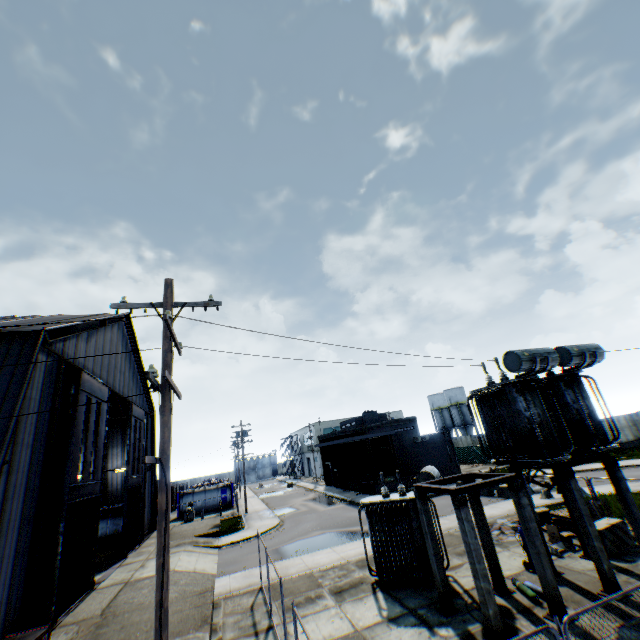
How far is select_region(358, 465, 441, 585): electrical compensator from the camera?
12.4m

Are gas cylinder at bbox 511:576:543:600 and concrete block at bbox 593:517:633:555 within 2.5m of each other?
no

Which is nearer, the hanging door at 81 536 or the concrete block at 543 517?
the hanging door at 81 536

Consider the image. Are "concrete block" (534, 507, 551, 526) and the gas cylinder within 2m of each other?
no

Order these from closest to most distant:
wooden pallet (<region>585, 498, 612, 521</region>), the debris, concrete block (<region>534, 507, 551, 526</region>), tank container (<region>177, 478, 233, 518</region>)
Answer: the debris, wooden pallet (<region>585, 498, 612, 521</region>), concrete block (<region>534, 507, 551, 526</region>), tank container (<region>177, 478, 233, 518</region>)

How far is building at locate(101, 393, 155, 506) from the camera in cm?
3050

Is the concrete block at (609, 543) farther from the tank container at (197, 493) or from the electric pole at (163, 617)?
the tank container at (197, 493)

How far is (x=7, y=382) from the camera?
11.38m
